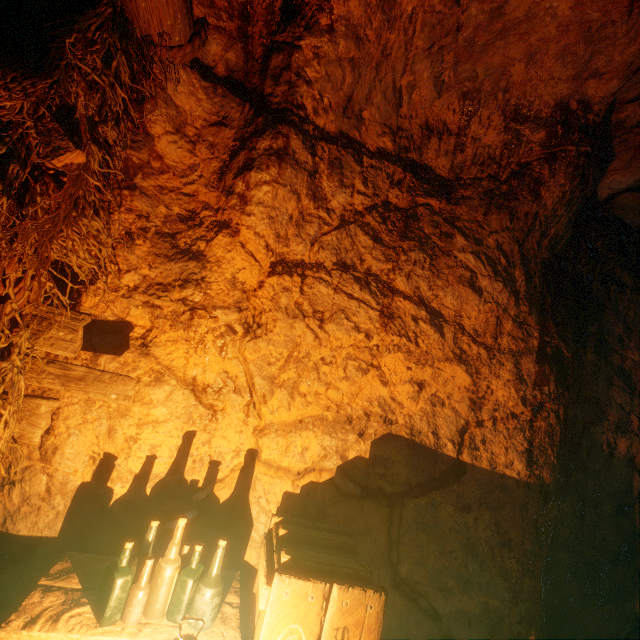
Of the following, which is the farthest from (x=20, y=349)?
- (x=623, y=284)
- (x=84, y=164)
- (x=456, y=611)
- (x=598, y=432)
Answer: (x=623, y=284)

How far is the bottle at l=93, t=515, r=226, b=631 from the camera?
1.56m

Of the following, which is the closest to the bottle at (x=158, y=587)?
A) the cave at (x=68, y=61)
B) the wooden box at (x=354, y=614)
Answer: the wooden box at (x=354, y=614)

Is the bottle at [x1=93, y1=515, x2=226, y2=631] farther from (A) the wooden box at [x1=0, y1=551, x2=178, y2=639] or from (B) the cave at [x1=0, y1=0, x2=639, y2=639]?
(B) the cave at [x1=0, y1=0, x2=639, y2=639]

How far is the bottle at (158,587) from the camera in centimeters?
156cm

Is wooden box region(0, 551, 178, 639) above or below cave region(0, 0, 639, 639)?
below

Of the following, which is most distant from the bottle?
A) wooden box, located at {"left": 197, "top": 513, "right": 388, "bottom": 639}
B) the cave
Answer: the cave
